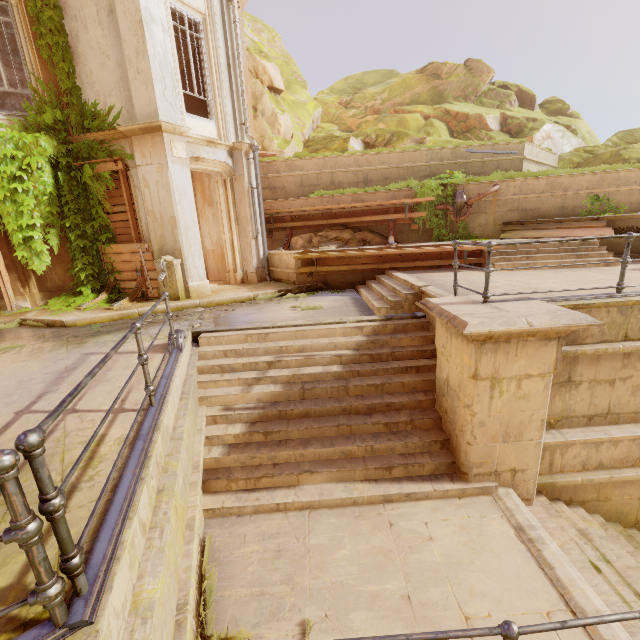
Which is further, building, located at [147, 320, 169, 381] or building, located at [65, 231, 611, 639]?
building, located at [147, 320, 169, 381]

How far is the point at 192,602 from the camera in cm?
259

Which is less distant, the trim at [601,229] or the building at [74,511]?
the building at [74,511]

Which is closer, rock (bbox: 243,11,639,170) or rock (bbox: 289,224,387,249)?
rock (bbox: 289,224,387,249)

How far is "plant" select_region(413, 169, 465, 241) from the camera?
11.3 meters

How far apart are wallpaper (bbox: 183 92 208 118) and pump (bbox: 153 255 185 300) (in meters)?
4.66

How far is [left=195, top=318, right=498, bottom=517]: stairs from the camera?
4.6m

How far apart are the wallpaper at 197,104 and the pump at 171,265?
4.7 meters
